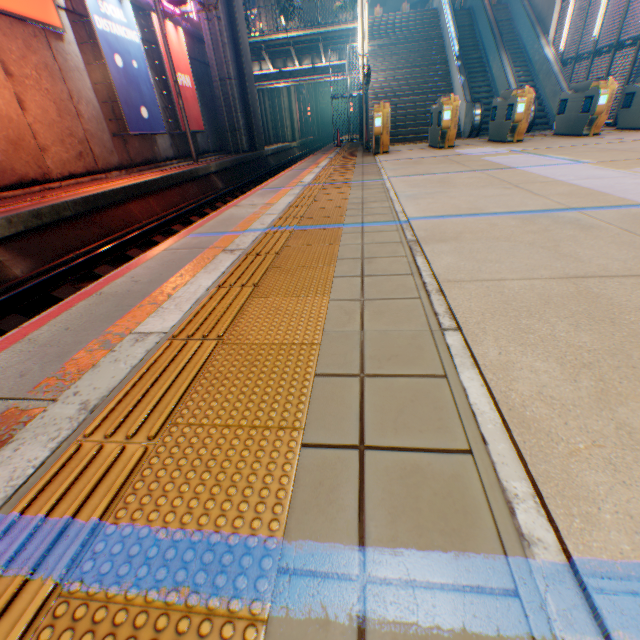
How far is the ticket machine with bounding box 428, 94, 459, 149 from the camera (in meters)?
9.29

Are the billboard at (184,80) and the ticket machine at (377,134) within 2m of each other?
no

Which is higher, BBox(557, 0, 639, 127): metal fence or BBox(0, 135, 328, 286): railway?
BBox(557, 0, 639, 127): metal fence

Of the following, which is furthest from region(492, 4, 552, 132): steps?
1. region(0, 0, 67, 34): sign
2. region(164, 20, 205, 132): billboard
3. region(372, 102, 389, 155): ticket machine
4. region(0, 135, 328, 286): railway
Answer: region(0, 0, 67, 34): sign

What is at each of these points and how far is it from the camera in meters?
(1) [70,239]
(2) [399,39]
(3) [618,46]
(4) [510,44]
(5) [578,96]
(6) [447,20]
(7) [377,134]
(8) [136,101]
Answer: (1) railway, 7.1 m
(2) steps, 17.5 m
(3) metal fence, 11.4 m
(4) steps, 16.9 m
(5) ticket machine, 9.5 m
(6) escalator, 16.5 m
(7) ticket machine, 9.8 m
(8) billboard, 12.4 m

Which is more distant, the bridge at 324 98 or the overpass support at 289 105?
the bridge at 324 98

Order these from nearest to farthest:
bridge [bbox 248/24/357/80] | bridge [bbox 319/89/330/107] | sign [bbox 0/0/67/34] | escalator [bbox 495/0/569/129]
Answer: sign [bbox 0/0/67/34], escalator [bbox 495/0/569/129], bridge [bbox 248/24/357/80], bridge [bbox 319/89/330/107]

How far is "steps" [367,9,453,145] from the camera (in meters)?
14.91
